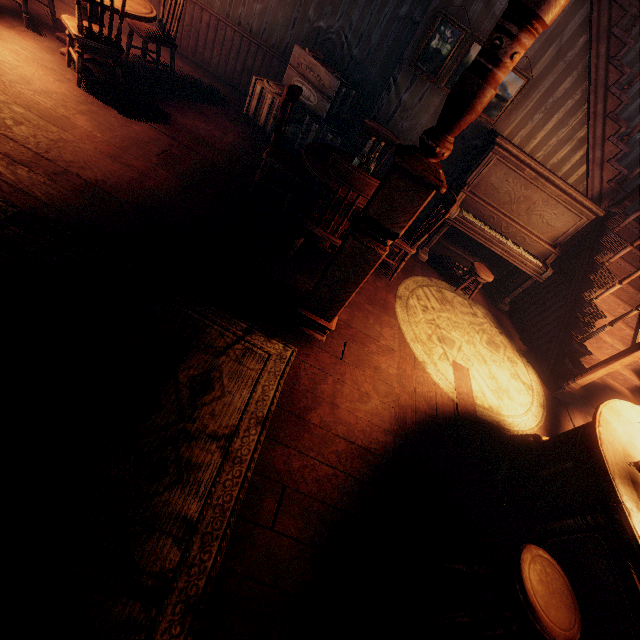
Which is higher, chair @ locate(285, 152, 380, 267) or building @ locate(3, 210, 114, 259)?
chair @ locate(285, 152, 380, 267)

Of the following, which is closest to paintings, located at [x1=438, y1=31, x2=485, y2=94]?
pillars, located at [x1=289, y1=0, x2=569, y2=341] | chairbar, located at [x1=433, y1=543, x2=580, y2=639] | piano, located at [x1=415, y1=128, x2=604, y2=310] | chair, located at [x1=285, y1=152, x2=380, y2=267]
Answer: piano, located at [x1=415, y1=128, x2=604, y2=310]

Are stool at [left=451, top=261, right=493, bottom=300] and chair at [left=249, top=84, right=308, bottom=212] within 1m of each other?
no

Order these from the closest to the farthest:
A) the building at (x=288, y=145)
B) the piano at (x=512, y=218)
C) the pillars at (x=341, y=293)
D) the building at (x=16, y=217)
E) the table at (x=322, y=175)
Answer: the pillars at (x=341, y=293), the building at (x=16, y=217), the table at (x=322, y=175), the piano at (x=512, y=218), the building at (x=288, y=145)

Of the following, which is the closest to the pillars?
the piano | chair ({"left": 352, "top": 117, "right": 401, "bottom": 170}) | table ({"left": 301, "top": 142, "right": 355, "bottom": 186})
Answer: table ({"left": 301, "top": 142, "right": 355, "bottom": 186})

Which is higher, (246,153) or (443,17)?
(443,17)

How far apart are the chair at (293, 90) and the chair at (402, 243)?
1.2m

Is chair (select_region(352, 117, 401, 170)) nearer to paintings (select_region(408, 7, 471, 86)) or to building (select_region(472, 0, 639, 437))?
building (select_region(472, 0, 639, 437))
